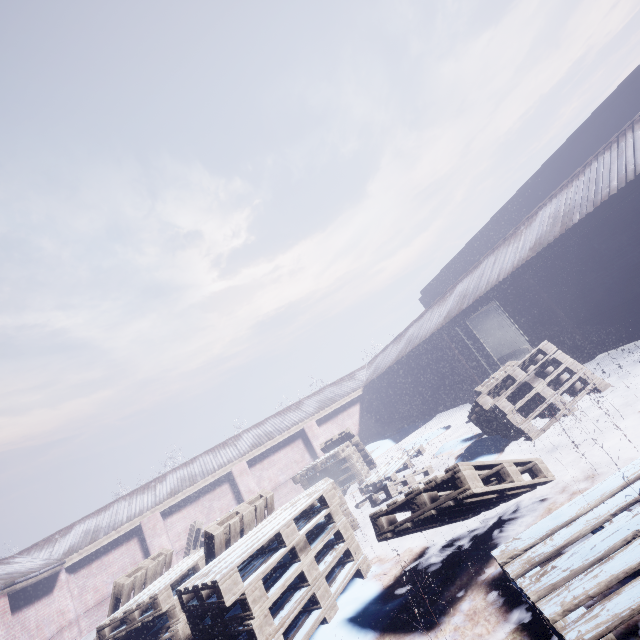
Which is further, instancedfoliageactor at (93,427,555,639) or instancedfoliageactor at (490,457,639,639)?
instancedfoliageactor at (93,427,555,639)

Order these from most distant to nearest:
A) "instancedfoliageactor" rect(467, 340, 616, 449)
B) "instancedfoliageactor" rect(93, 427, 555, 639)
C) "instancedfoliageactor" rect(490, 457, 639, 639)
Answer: "instancedfoliageactor" rect(467, 340, 616, 449), "instancedfoliageactor" rect(93, 427, 555, 639), "instancedfoliageactor" rect(490, 457, 639, 639)

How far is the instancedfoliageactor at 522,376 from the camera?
4.41m

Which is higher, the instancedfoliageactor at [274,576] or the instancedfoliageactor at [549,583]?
the instancedfoliageactor at [274,576]

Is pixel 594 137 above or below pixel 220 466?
above

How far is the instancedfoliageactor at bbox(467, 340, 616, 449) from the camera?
4.41m
